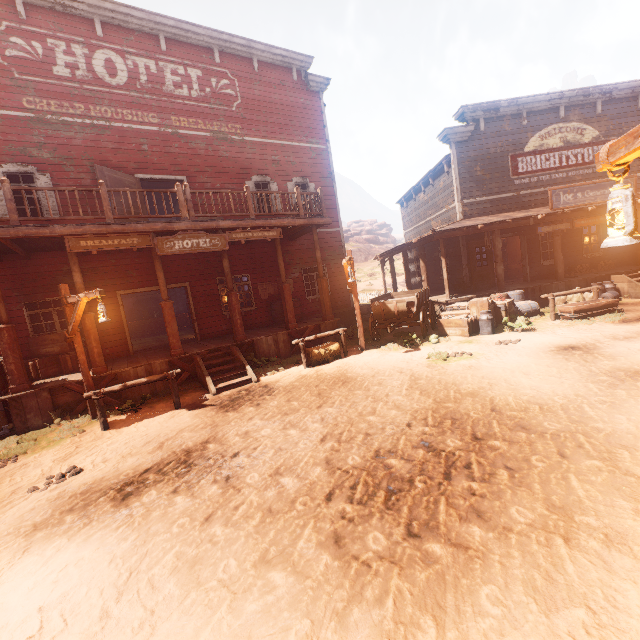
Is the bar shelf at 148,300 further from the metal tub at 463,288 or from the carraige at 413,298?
the metal tub at 463,288

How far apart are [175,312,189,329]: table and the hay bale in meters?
13.4

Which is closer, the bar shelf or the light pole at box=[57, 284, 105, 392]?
the light pole at box=[57, 284, 105, 392]

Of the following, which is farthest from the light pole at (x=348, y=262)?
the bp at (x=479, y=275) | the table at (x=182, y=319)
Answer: the table at (x=182, y=319)

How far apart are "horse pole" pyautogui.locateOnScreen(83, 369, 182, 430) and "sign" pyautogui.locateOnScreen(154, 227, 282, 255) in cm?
334

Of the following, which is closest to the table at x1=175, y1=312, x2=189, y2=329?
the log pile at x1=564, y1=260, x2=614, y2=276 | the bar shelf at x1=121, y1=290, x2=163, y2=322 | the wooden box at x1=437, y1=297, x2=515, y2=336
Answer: the bar shelf at x1=121, y1=290, x2=163, y2=322

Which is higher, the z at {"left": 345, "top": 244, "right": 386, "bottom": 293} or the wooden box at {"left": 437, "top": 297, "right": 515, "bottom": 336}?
the z at {"left": 345, "top": 244, "right": 386, "bottom": 293}

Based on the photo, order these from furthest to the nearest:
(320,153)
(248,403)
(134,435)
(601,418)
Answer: (320,153) → (248,403) → (134,435) → (601,418)
